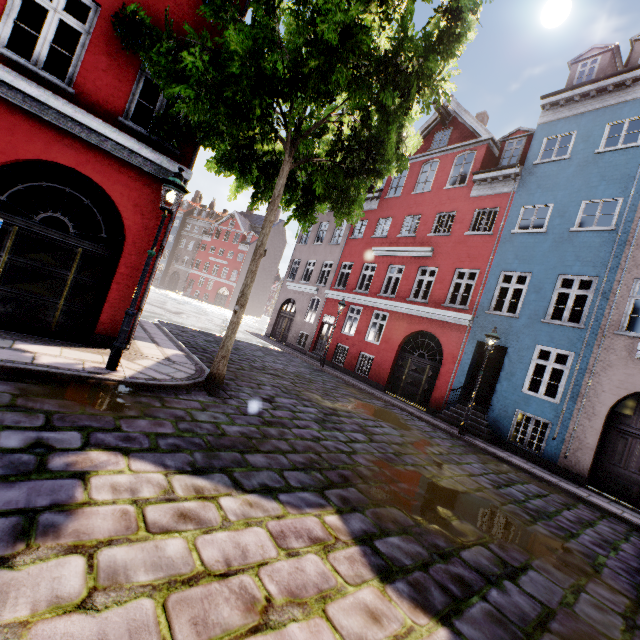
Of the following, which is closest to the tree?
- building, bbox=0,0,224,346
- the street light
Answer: the street light

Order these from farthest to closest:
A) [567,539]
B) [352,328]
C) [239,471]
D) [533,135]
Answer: [352,328] < [533,135] < [567,539] < [239,471]

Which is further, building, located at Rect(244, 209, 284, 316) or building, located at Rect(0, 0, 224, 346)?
building, located at Rect(244, 209, 284, 316)

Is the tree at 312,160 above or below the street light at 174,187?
above

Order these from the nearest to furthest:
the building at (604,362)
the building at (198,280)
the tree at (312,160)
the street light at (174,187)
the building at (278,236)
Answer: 1. the tree at (312,160)
2. the street light at (174,187)
3. the building at (198,280)
4. the building at (604,362)
5. the building at (278,236)

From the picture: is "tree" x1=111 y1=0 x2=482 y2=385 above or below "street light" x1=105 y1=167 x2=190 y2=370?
above

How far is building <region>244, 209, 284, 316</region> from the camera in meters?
56.6 m

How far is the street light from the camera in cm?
575
